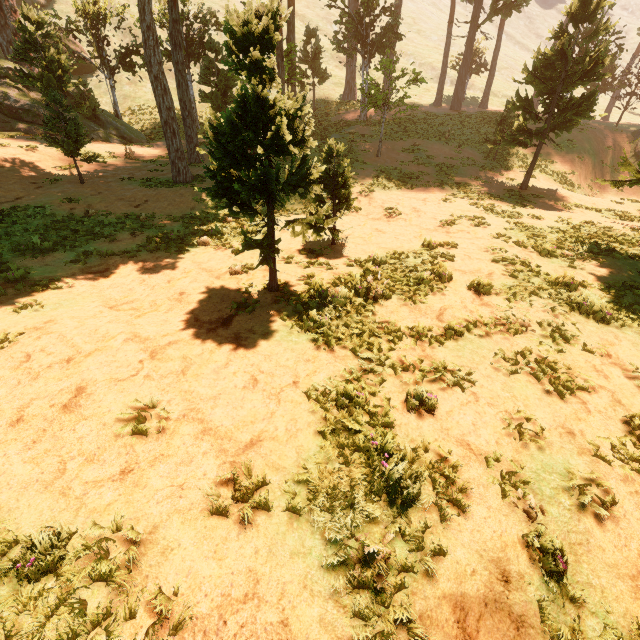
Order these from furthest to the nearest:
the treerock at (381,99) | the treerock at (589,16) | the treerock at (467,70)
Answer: the treerock at (467,70) → the treerock at (381,99) → the treerock at (589,16)

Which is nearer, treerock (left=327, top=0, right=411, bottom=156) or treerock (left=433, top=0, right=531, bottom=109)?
treerock (left=327, top=0, right=411, bottom=156)

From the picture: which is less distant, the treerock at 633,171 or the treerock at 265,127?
the treerock at 265,127

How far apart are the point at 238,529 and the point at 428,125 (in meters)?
31.44

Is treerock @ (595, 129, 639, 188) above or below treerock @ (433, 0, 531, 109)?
below

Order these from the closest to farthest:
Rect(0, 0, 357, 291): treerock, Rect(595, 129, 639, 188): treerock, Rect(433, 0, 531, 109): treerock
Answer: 1. Rect(0, 0, 357, 291): treerock
2. Rect(595, 129, 639, 188): treerock
3. Rect(433, 0, 531, 109): treerock
